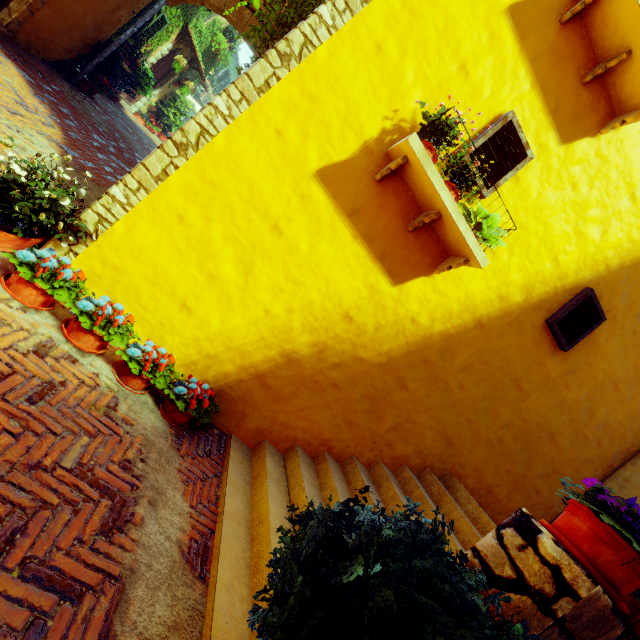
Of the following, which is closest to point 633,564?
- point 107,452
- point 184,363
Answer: point 107,452

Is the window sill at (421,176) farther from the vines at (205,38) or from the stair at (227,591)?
the vines at (205,38)

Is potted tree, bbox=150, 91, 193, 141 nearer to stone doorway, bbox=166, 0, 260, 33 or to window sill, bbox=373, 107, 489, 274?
stone doorway, bbox=166, 0, 260, 33

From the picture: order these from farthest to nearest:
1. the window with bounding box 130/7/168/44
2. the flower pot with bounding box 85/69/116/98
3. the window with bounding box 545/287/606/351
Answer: the window with bounding box 130/7/168/44 → the flower pot with bounding box 85/69/116/98 → the window with bounding box 545/287/606/351

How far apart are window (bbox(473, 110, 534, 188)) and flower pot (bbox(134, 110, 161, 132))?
13.73m

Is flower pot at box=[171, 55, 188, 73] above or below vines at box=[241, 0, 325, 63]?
below

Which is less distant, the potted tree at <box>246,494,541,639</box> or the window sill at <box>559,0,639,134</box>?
the potted tree at <box>246,494,541,639</box>

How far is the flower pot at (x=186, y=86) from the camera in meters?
12.5 m
